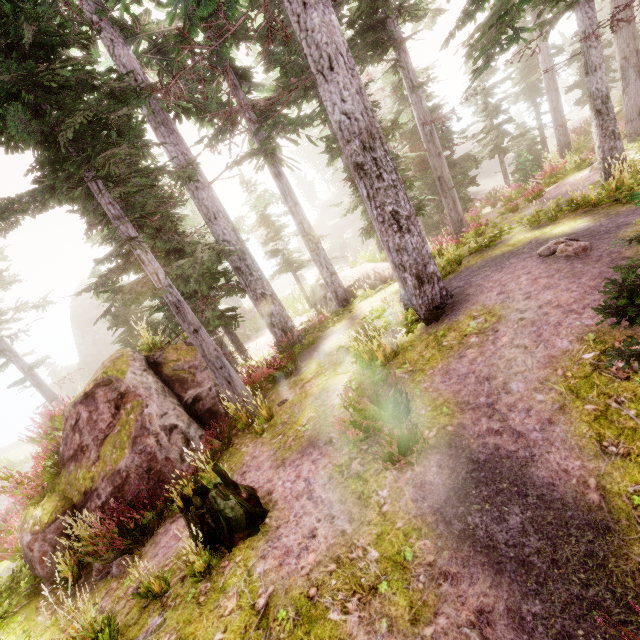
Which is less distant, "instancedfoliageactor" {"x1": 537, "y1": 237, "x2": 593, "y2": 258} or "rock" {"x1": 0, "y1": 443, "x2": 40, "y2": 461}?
"instancedfoliageactor" {"x1": 537, "y1": 237, "x2": 593, "y2": 258}

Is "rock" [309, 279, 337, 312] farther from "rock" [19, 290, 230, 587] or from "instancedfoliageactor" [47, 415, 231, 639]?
"rock" [19, 290, 230, 587]

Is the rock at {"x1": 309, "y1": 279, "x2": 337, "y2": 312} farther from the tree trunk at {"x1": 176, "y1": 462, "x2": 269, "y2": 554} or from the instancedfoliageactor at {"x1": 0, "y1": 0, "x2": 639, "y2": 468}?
the tree trunk at {"x1": 176, "y1": 462, "x2": 269, "y2": 554}

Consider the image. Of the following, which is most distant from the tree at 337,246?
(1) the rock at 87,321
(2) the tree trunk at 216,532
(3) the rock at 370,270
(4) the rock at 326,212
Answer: (2) the tree trunk at 216,532

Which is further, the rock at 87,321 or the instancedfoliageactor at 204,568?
the rock at 87,321

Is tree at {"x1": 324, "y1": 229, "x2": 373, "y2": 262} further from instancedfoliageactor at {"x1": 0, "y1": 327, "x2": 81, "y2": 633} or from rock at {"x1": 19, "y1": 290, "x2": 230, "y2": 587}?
rock at {"x1": 19, "y1": 290, "x2": 230, "y2": 587}

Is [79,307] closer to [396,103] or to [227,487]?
[396,103]
